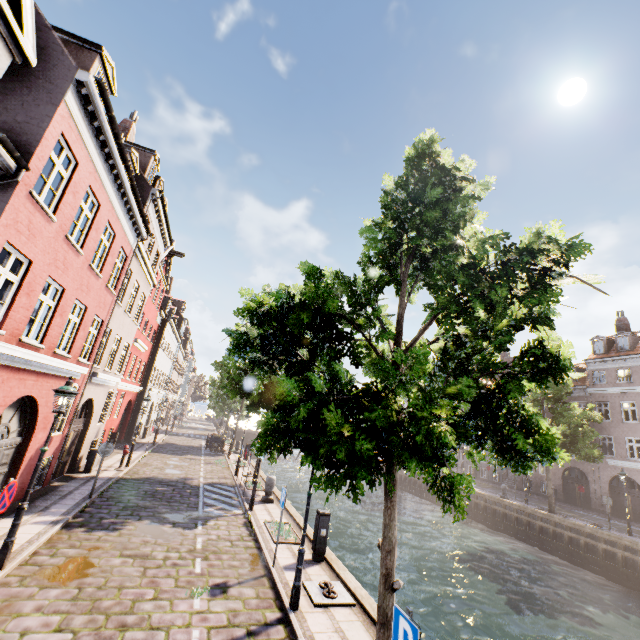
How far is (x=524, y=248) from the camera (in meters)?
4.23

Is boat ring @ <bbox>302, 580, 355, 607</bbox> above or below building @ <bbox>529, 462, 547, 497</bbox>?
Answer: below

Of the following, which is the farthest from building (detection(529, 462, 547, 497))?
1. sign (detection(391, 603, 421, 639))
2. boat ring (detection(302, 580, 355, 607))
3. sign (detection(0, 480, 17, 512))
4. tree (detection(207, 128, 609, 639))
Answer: sign (detection(0, 480, 17, 512))

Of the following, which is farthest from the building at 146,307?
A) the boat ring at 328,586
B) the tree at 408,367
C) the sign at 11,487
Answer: the sign at 11,487

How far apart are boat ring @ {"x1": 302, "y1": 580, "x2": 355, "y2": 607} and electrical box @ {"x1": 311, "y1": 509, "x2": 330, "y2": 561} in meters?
1.3

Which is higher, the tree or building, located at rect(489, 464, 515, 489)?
the tree

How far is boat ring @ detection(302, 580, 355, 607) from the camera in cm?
714

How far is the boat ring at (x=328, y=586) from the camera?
7.1 meters
